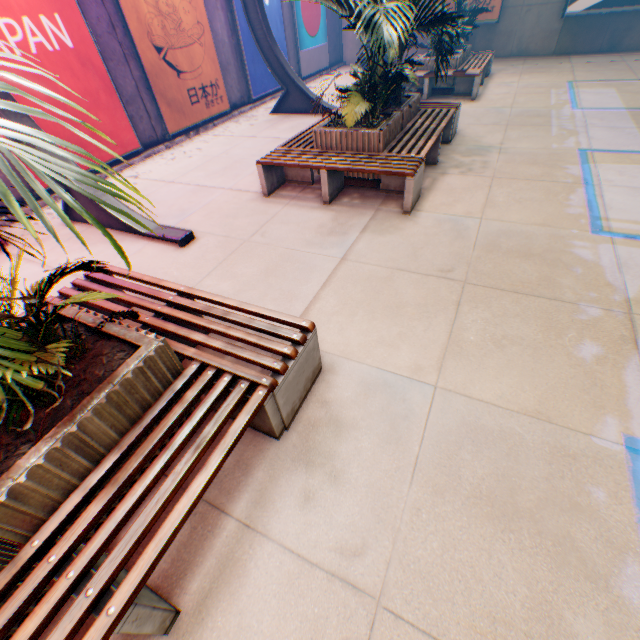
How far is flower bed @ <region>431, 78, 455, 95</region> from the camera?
9.45m

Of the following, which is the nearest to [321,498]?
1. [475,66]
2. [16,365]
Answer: [16,365]

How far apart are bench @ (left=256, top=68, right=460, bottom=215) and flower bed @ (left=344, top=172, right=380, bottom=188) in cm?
1

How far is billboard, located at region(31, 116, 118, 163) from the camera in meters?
6.1 m

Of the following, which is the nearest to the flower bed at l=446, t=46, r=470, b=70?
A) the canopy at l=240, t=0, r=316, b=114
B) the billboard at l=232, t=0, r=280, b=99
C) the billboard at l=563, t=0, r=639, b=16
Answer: the canopy at l=240, t=0, r=316, b=114

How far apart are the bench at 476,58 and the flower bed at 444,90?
0.0m

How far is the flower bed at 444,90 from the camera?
9.5 meters

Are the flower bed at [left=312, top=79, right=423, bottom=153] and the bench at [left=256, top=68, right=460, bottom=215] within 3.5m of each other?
yes
